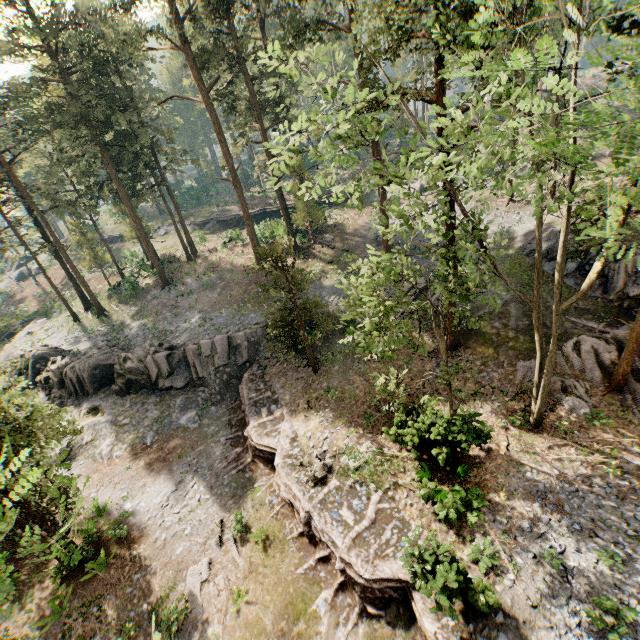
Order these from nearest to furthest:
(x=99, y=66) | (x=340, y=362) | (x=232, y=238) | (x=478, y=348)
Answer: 1. (x=478, y=348)
2. (x=340, y=362)
3. (x=99, y=66)
4. (x=232, y=238)

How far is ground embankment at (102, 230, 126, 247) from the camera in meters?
55.7

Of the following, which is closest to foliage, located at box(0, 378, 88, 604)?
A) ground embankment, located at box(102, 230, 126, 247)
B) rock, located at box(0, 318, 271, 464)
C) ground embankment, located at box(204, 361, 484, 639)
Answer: ground embankment, located at box(204, 361, 484, 639)

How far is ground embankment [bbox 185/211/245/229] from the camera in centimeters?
4753cm

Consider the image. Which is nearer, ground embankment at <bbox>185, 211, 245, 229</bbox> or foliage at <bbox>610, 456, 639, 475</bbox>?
foliage at <bbox>610, 456, 639, 475</bbox>

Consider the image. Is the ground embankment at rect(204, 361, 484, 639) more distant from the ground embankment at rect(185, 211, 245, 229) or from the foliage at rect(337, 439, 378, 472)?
the ground embankment at rect(185, 211, 245, 229)

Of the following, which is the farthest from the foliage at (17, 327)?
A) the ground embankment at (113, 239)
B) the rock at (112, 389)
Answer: the ground embankment at (113, 239)

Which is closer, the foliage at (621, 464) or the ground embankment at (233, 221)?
the foliage at (621, 464)
